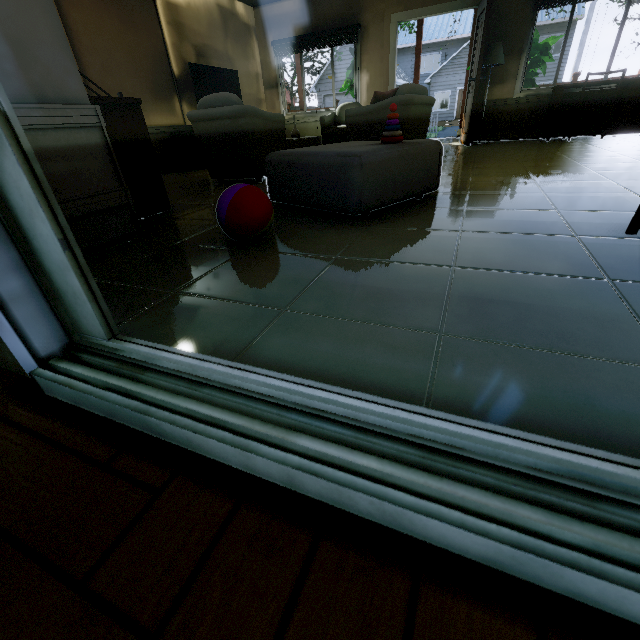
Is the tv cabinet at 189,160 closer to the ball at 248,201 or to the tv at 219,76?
the tv at 219,76

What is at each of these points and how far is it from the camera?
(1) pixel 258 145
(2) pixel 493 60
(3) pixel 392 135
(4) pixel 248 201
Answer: (1) couch, 3.55m
(2) lamp, 5.54m
(3) toy, 2.08m
(4) ball, 1.57m

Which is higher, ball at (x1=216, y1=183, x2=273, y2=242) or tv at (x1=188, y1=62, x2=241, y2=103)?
tv at (x1=188, y1=62, x2=241, y2=103)

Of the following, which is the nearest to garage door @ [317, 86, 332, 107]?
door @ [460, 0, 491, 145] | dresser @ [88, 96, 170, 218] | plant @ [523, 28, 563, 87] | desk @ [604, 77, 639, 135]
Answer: plant @ [523, 28, 563, 87]

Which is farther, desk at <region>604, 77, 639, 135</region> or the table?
desk at <region>604, 77, 639, 135</region>

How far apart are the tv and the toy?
4.8m

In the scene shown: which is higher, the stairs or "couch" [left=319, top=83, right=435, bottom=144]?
the stairs

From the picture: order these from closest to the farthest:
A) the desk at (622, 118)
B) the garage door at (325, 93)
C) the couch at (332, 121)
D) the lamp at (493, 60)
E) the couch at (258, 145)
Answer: the couch at (258, 145) → the couch at (332, 121) → the desk at (622, 118) → the lamp at (493, 60) → the garage door at (325, 93)
